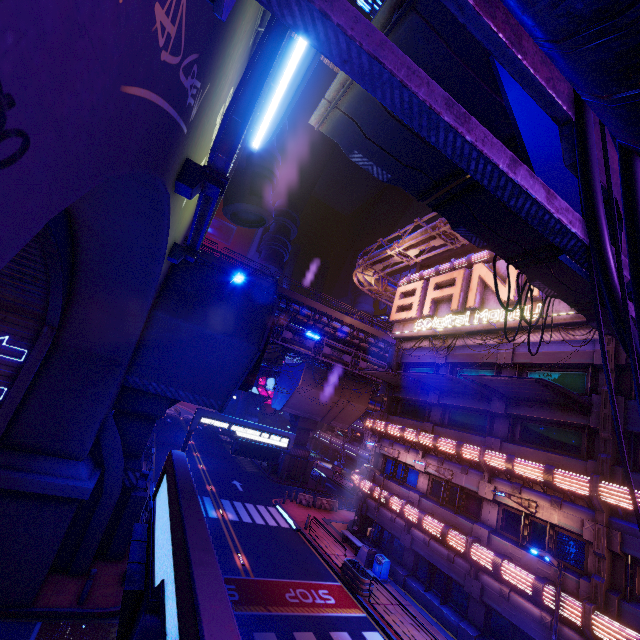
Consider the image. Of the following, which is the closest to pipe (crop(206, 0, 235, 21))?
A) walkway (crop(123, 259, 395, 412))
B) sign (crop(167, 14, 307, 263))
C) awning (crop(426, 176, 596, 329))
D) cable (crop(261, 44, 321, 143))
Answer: awning (crop(426, 176, 596, 329))

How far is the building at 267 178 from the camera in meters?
15.7 m

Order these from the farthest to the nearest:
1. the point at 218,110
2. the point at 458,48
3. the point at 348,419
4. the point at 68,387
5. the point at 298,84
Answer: the point at 348,419, the point at 68,387, the point at 298,84, the point at 218,110, the point at 458,48

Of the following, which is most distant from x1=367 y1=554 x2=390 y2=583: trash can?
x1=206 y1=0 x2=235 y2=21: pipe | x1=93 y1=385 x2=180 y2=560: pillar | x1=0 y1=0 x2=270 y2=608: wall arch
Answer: x1=206 y1=0 x2=235 y2=21: pipe

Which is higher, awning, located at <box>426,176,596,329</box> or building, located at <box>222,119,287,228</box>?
building, located at <box>222,119,287,228</box>

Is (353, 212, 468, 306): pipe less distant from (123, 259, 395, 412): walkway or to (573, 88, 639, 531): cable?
(123, 259, 395, 412): walkway

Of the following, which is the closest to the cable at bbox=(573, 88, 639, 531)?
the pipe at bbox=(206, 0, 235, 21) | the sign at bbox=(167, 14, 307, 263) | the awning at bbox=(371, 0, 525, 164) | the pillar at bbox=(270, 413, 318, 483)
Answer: the pipe at bbox=(206, 0, 235, 21)

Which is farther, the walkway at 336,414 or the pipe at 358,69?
the walkway at 336,414
